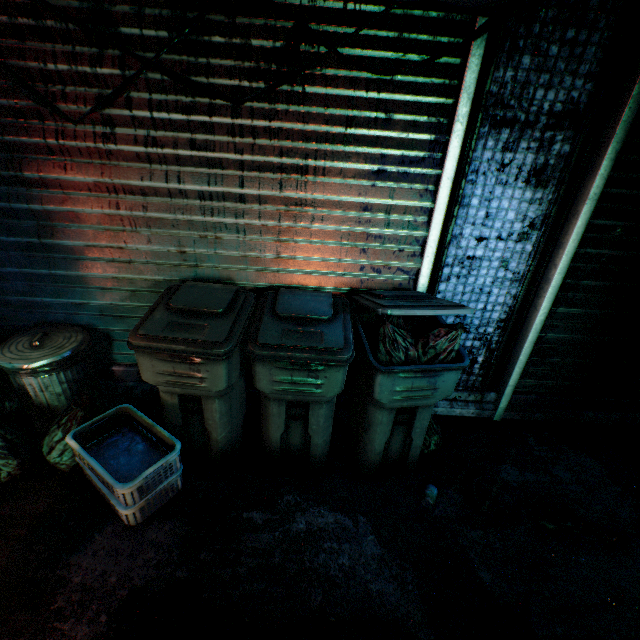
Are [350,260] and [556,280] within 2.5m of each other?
yes

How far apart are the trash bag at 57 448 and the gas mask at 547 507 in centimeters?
262cm

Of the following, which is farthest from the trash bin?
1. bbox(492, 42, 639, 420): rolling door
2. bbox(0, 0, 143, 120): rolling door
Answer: bbox(492, 42, 639, 420): rolling door

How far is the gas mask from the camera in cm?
178

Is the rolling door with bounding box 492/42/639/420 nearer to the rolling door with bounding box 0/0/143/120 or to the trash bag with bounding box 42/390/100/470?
the rolling door with bounding box 0/0/143/120

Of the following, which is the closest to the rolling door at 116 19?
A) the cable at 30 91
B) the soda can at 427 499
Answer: the cable at 30 91

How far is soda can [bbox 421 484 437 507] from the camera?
1.9 meters

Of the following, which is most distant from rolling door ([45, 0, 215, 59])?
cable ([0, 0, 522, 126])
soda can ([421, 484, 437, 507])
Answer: soda can ([421, 484, 437, 507])
